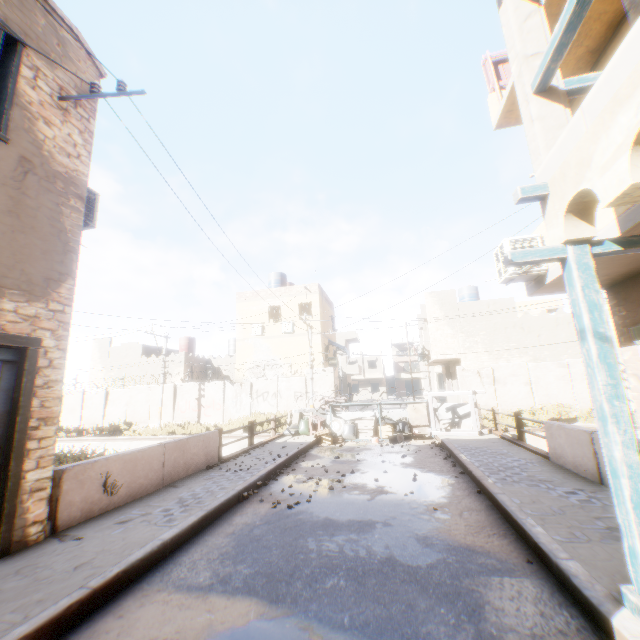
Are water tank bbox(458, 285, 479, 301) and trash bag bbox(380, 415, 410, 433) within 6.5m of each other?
no

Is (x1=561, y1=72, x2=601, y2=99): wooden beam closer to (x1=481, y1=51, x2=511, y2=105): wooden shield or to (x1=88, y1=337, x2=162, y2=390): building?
(x1=88, y1=337, x2=162, y2=390): building

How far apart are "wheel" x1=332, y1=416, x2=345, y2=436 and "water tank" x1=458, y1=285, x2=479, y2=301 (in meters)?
17.98

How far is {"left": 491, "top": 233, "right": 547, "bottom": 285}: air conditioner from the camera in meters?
6.7

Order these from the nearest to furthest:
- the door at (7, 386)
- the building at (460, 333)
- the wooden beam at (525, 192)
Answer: the wooden beam at (525, 192) → the door at (7, 386) → the building at (460, 333)

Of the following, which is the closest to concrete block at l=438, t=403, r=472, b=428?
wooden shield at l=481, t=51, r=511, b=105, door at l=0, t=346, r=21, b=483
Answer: door at l=0, t=346, r=21, b=483

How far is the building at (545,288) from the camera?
6.42m

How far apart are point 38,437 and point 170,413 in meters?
21.1
